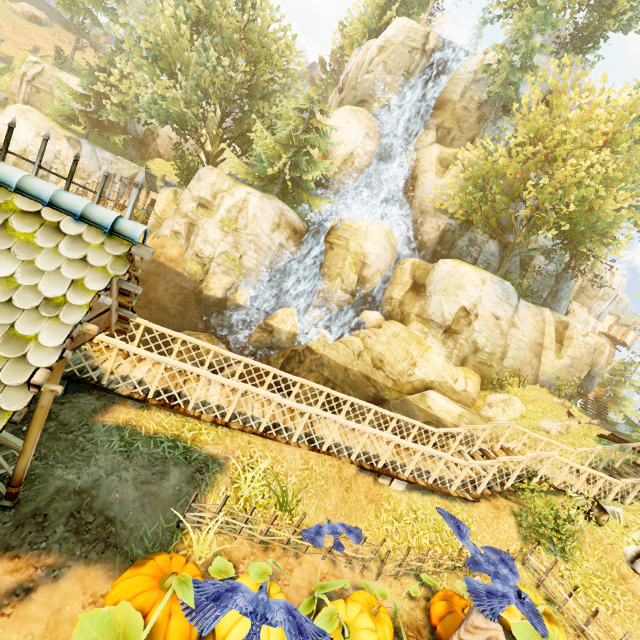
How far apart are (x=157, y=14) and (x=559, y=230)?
38.1 meters

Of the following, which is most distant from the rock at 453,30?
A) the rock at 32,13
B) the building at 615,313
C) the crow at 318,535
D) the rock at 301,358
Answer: the rock at 32,13

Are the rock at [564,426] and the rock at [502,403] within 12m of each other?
yes

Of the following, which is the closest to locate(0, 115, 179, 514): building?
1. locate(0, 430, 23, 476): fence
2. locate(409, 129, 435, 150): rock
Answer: locate(0, 430, 23, 476): fence

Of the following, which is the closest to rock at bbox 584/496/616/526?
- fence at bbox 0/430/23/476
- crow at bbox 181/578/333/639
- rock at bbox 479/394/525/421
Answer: fence at bbox 0/430/23/476

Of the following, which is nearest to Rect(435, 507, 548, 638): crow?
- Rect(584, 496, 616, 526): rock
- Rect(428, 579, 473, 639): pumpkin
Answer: Rect(428, 579, 473, 639): pumpkin

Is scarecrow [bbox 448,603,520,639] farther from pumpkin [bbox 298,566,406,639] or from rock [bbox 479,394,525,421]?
rock [bbox 479,394,525,421]

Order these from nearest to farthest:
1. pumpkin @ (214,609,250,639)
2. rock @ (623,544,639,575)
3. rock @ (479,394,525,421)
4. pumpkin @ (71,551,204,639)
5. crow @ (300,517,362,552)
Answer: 1. pumpkin @ (71,551,204,639)
2. pumpkin @ (214,609,250,639)
3. crow @ (300,517,362,552)
4. rock @ (623,544,639,575)
5. rock @ (479,394,525,421)
